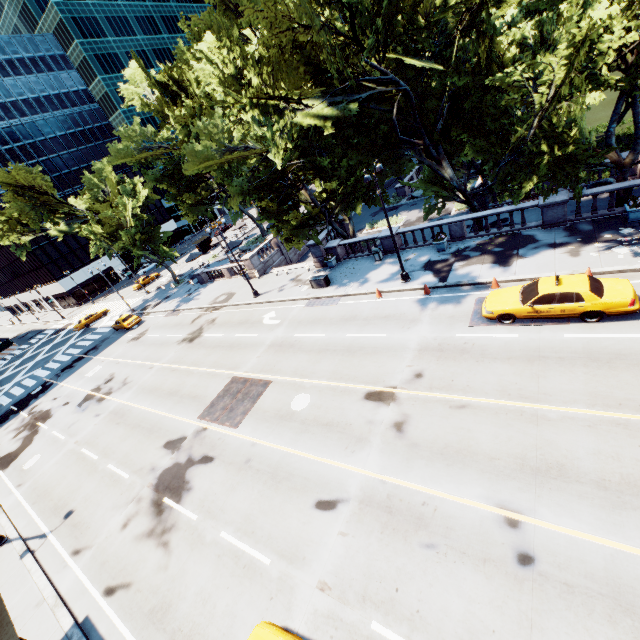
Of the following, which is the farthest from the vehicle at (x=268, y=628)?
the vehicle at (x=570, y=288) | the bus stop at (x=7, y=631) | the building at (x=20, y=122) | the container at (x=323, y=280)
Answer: the building at (x=20, y=122)

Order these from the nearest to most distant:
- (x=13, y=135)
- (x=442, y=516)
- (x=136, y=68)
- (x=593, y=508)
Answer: (x=593, y=508) → (x=442, y=516) → (x=136, y=68) → (x=13, y=135)

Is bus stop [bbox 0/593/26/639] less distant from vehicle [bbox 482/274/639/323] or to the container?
vehicle [bbox 482/274/639/323]

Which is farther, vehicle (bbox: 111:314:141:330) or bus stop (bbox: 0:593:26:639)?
vehicle (bbox: 111:314:141:330)

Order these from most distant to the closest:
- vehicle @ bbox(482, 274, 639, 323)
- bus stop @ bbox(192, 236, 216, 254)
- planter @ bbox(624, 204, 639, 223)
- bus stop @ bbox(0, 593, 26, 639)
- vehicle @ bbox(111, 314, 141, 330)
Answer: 1. bus stop @ bbox(192, 236, 216, 254)
2. vehicle @ bbox(111, 314, 141, 330)
3. planter @ bbox(624, 204, 639, 223)
4. vehicle @ bbox(482, 274, 639, 323)
5. bus stop @ bbox(0, 593, 26, 639)

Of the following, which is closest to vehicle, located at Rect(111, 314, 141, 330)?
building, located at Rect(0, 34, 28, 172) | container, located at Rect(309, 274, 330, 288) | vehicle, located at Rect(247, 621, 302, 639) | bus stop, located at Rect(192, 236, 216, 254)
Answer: bus stop, located at Rect(192, 236, 216, 254)

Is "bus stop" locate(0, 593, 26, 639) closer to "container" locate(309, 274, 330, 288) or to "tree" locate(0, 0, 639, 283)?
"tree" locate(0, 0, 639, 283)

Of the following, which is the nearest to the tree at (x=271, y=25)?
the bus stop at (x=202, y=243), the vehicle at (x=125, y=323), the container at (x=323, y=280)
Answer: the container at (x=323, y=280)
